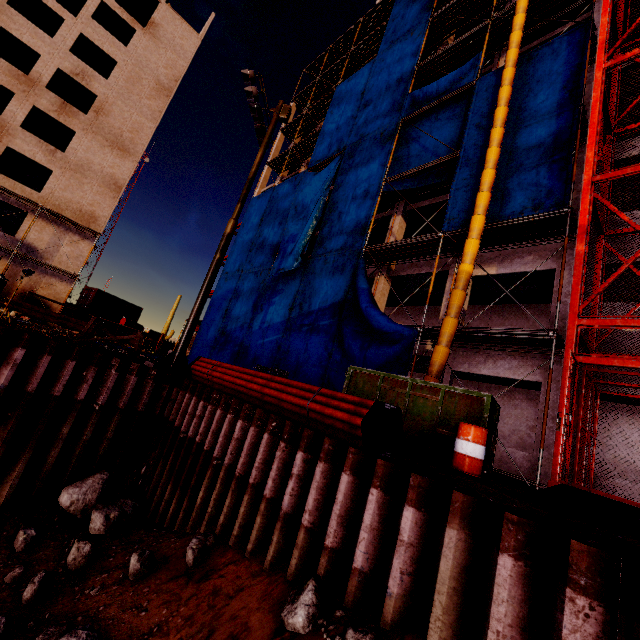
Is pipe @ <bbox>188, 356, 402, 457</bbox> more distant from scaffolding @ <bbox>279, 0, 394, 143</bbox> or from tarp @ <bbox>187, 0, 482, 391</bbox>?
scaffolding @ <bbox>279, 0, 394, 143</bbox>

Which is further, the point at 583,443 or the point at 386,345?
the point at 386,345

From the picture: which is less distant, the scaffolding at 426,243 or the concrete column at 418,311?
the scaffolding at 426,243

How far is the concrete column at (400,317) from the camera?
19.3 meters

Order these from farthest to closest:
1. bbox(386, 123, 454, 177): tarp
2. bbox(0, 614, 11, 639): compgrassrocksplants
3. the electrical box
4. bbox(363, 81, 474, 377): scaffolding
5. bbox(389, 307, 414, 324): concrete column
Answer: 1. bbox(389, 307, 414, 324): concrete column
2. bbox(386, 123, 454, 177): tarp
3. the electrical box
4. bbox(363, 81, 474, 377): scaffolding
5. bbox(0, 614, 11, 639): compgrassrocksplants

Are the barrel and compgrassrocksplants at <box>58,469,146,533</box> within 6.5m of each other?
no

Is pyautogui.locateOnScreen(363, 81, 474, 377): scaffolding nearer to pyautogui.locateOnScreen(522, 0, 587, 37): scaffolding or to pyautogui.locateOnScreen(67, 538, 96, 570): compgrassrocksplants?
pyautogui.locateOnScreen(522, 0, 587, 37): scaffolding

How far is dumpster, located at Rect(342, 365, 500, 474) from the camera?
7.08m
